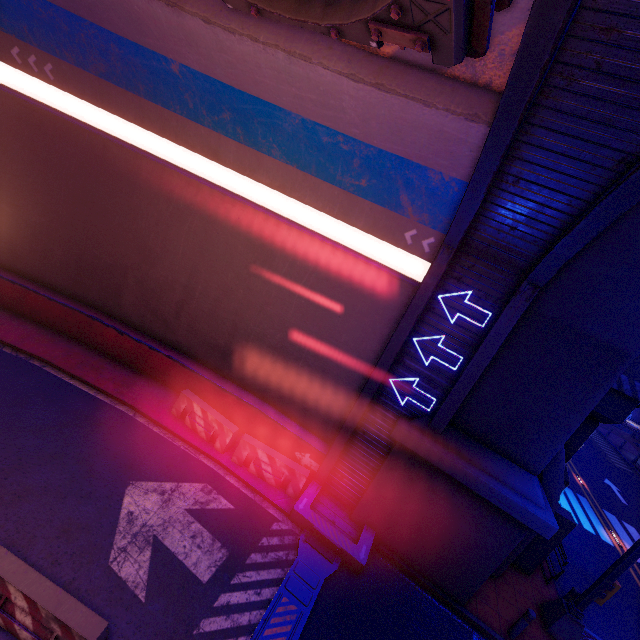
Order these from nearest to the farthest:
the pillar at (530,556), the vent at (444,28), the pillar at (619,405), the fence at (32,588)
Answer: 1. the vent at (444,28)
2. the fence at (32,588)
3. the pillar at (619,405)
4. the pillar at (530,556)

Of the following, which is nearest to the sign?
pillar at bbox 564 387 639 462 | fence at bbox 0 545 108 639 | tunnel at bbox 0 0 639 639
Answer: pillar at bbox 564 387 639 462

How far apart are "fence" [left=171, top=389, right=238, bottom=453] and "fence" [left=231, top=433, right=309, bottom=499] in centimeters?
22cm

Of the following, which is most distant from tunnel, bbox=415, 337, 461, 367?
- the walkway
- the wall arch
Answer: the walkway

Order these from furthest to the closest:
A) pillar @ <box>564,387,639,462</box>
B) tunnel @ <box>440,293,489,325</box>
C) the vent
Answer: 1. pillar @ <box>564,387,639,462</box>
2. tunnel @ <box>440,293,489,325</box>
3. the vent

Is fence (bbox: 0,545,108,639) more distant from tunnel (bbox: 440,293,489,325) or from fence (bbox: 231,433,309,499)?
fence (bbox: 231,433,309,499)

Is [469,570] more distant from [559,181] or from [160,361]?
[160,361]

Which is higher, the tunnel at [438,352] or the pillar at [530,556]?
the tunnel at [438,352]
